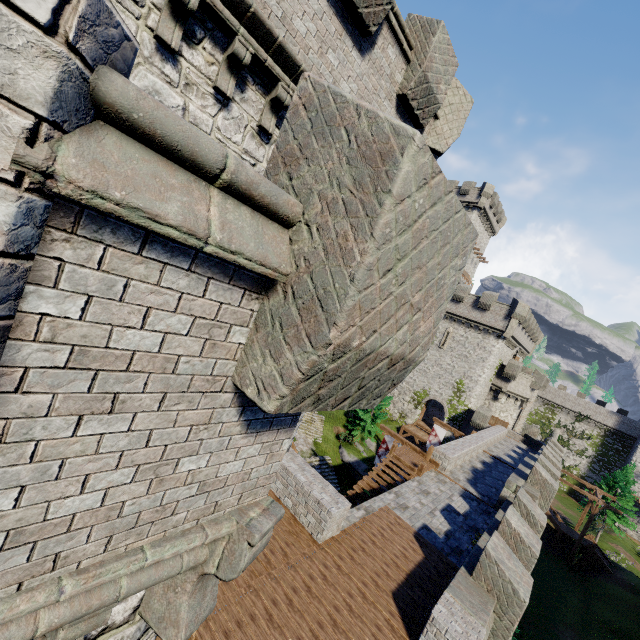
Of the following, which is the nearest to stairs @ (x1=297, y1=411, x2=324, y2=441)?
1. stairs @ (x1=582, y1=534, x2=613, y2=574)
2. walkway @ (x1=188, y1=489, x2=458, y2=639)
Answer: walkway @ (x1=188, y1=489, x2=458, y2=639)

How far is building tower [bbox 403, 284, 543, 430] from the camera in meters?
35.3 m

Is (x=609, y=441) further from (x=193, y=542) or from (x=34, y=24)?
(x=34, y=24)

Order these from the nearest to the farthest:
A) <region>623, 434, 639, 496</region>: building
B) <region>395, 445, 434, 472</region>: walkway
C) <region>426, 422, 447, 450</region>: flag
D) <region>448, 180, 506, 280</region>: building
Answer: <region>395, 445, 434, 472</region>: walkway < <region>426, 422, 447, 450</region>: flag < <region>448, 180, 506, 280</region>: building < <region>623, 434, 639, 496</region>: building

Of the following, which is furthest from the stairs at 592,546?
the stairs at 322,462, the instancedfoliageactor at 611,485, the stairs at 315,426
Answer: the stairs at 315,426

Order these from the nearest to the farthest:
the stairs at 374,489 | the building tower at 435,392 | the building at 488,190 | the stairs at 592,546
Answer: the stairs at 374,489 < the stairs at 592,546 < the building tower at 435,392 < the building at 488,190

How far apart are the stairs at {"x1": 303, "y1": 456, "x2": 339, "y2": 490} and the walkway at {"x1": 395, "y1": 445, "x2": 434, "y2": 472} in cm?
1069

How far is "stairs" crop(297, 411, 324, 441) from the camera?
31.8 meters
